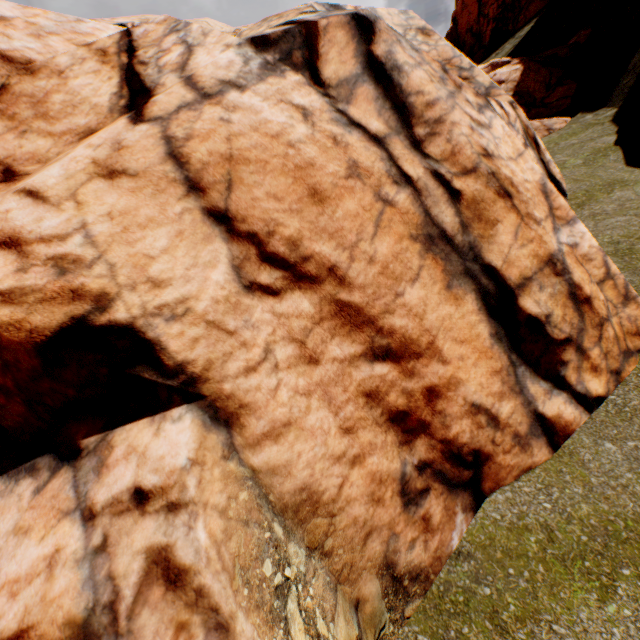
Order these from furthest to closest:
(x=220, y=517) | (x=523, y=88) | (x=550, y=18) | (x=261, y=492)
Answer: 1. (x=550, y=18)
2. (x=523, y=88)
3. (x=261, y=492)
4. (x=220, y=517)
